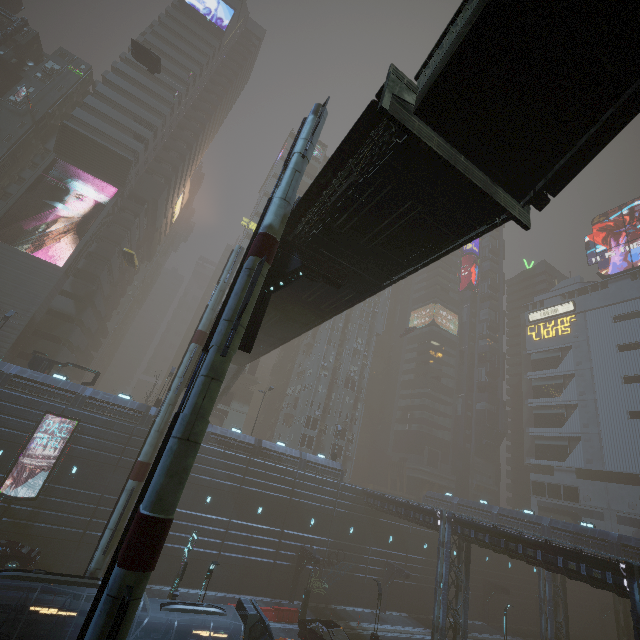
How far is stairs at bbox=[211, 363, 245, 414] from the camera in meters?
35.9

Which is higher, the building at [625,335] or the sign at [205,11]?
the sign at [205,11]

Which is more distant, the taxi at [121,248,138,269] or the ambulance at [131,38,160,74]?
the taxi at [121,248,138,269]

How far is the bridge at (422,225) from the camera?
8.97m

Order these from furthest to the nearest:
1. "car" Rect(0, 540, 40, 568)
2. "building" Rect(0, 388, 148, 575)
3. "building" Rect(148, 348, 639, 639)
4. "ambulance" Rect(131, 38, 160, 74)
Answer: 1. "ambulance" Rect(131, 38, 160, 74)
2. "building" Rect(148, 348, 639, 639)
3. "building" Rect(0, 388, 148, 575)
4. "car" Rect(0, 540, 40, 568)

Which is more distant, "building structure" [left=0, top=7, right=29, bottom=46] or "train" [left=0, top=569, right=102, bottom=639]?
"building structure" [left=0, top=7, right=29, bottom=46]

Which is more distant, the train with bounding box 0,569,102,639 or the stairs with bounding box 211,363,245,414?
the stairs with bounding box 211,363,245,414

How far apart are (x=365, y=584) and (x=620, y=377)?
54.70m
